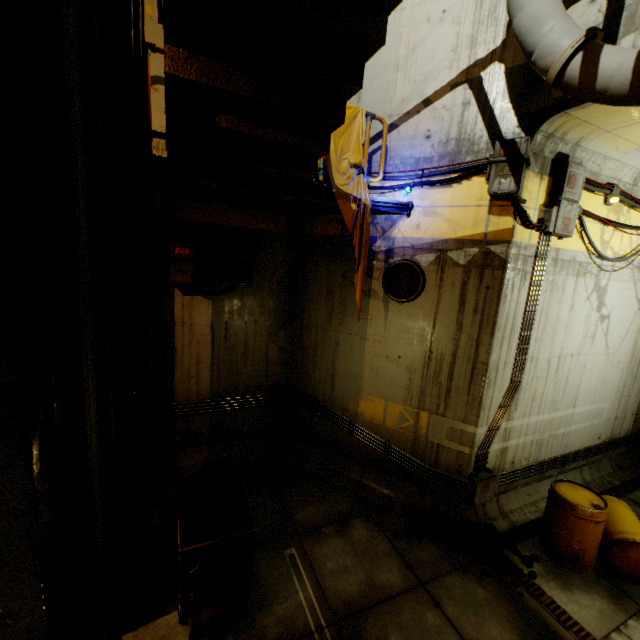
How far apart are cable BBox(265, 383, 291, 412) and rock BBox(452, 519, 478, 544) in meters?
3.9

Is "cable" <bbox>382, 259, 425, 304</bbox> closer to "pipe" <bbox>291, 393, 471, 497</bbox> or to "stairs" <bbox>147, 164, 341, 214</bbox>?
"stairs" <bbox>147, 164, 341, 214</bbox>

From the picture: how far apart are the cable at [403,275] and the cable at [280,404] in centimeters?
331cm

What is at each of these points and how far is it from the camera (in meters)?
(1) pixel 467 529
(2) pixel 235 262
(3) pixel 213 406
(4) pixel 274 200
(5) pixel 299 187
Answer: (1) rock, 5.96
(2) cable box, 6.48
(3) pipe, 7.20
(4) stairs, 5.60
(5) cable, 5.00

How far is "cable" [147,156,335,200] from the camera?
4.2m

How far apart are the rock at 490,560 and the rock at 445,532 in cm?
12

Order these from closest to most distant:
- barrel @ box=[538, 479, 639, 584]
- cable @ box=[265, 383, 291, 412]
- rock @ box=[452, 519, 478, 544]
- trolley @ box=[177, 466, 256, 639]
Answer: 1. trolley @ box=[177, 466, 256, 639]
2. barrel @ box=[538, 479, 639, 584]
3. rock @ box=[452, 519, 478, 544]
4. cable @ box=[265, 383, 291, 412]

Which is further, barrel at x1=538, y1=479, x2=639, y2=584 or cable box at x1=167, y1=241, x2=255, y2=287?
cable box at x1=167, y1=241, x2=255, y2=287
